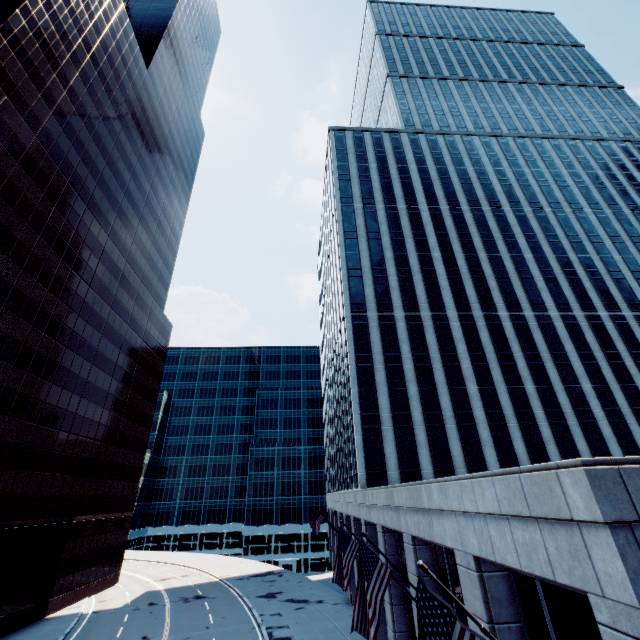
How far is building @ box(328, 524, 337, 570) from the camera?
44.6m

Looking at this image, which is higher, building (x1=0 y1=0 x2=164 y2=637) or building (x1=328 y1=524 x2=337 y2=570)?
building (x1=0 y1=0 x2=164 y2=637)

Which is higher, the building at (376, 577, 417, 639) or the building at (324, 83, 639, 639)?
the building at (324, 83, 639, 639)

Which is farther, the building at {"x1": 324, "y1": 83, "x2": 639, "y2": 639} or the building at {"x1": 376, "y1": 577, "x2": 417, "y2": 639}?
the building at {"x1": 376, "y1": 577, "x2": 417, "y2": 639}

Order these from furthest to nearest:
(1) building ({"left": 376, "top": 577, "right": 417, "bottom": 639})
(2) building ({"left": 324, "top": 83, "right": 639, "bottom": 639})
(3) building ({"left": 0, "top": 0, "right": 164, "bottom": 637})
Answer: (3) building ({"left": 0, "top": 0, "right": 164, "bottom": 637}), (1) building ({"left": 376, "top": 577, "right": 417, "bottom": 639}), (2) building ({"left": 324, "top": 83, "right": 639, "bottom": 639})

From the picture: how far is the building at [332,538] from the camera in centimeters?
4459cm

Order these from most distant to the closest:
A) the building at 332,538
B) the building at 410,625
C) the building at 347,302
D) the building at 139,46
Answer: the building at 332,538, the building at 139,46, the building at 410,625, the building at 347,302

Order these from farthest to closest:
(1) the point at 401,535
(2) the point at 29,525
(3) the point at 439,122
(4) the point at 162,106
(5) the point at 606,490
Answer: (4) the point at 162,106 → (3) the point at 439,122 → (2) the point at 29,525 → (1) the point at 401,535 → (5) the point at 606,490
